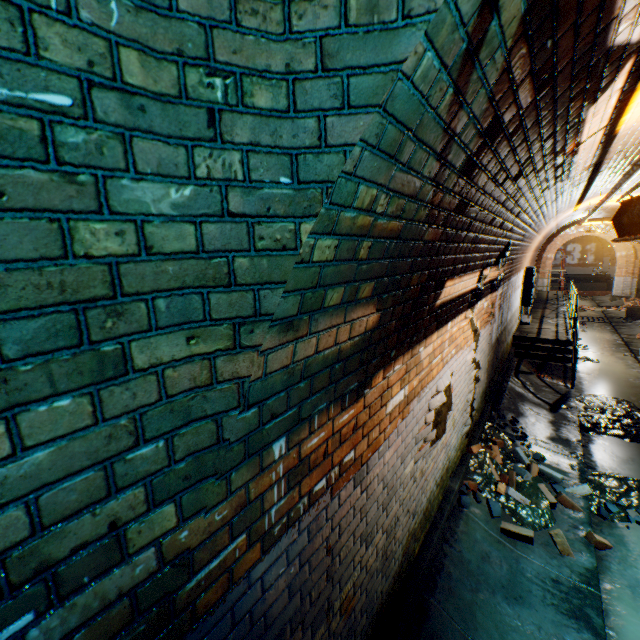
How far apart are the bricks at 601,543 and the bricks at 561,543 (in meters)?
0.34

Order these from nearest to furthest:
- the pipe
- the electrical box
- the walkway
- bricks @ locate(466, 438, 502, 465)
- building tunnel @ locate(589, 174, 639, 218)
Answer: the pipe < bricks @ locate(466, 438, 502, 465) < building tunnel @ locate(589, 174, 639, 218) < the walkway < the electrical box

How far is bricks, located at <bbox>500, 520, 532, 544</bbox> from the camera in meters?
3.6 m

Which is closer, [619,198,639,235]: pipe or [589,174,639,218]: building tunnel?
[619,198,639,235]: pipe

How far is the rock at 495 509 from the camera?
3.88m

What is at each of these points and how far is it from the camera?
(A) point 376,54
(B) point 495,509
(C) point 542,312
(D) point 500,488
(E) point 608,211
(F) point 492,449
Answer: (A) building tunnel, 0.8 meters
(B) rock, 3.9 meters
(C) walkway, 12.8 meters
(D) bricks, 4.1 meters
(E) building tunnel, 11.8 meters
(F) bricks, 4.8 meters

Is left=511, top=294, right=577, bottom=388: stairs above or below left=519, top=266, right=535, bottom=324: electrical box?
below

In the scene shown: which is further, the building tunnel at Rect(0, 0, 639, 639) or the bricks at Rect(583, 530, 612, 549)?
the bricks at Rect(583, 530, 612, 549)
